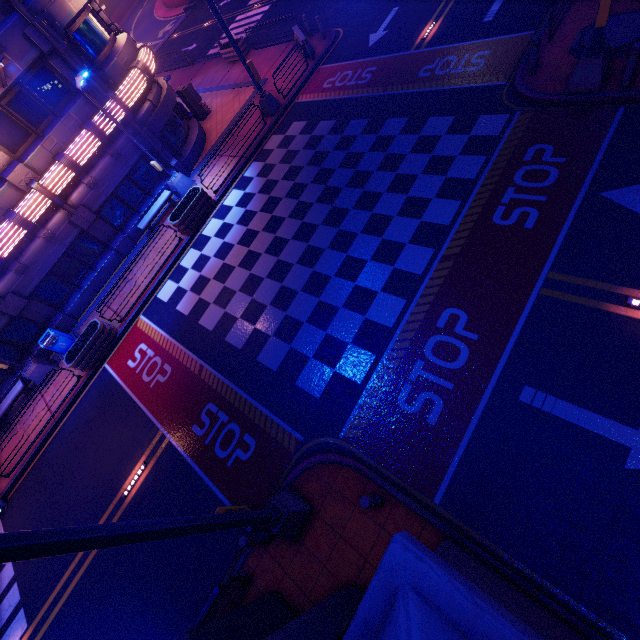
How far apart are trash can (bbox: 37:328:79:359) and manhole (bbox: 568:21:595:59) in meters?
22.4

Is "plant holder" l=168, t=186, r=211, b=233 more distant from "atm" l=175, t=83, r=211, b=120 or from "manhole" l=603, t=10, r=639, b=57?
"manhole" l=603, t=10, r=639, b=57

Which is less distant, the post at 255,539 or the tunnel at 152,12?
the post at 255,539

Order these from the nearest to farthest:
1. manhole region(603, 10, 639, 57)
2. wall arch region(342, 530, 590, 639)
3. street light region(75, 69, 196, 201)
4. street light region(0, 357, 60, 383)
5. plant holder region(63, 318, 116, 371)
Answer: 1. wall arch region(342, 530, 590, 639)
2. manhole region(603, 10, 639, 57)
3. street light region(75, 69, 196, 201)
4. plant holder region(63, 318, 116, 371)
5. street light region(0, 357, 60, 383)

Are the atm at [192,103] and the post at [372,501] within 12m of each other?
no

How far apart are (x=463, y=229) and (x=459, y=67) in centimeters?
799cm

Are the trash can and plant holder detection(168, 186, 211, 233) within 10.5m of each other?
yes

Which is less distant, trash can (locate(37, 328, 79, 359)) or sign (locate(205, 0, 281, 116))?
sign (locate(205, 0, 281, 116))
